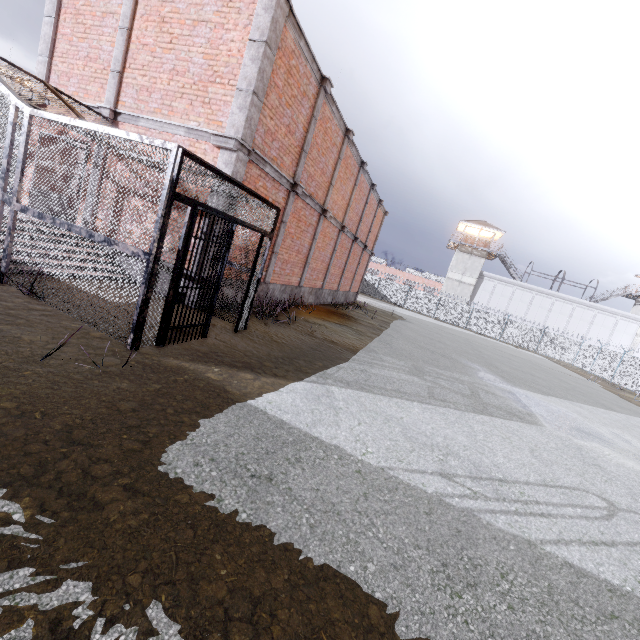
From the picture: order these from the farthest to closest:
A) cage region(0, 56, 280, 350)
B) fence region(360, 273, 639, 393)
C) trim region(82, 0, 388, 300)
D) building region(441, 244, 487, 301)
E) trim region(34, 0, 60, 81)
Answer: building region(441, 244, 487, 301)
fence region(360, 273, 639, 393)
trim region(34, 0, 60, 81)
trim region(82, 0, 388, 300)
cage region(0, 56, 280, 350)

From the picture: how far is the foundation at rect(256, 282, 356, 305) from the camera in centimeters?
1087cm

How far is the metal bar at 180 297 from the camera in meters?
4.9

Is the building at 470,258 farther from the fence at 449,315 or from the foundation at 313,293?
the foundation at 313,293

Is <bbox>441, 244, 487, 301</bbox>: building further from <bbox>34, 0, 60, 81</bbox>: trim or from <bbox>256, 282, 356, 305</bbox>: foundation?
<bbox>256, 282, 356, 305</bbox>: foundation

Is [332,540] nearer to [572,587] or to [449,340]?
[572,587]

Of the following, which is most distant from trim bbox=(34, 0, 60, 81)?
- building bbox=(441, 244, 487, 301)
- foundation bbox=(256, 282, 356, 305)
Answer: building bbox=(441, 244, 487, 301)

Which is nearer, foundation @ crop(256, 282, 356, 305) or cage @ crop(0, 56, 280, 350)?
cage @ crop(0, 56, 280, 350)
